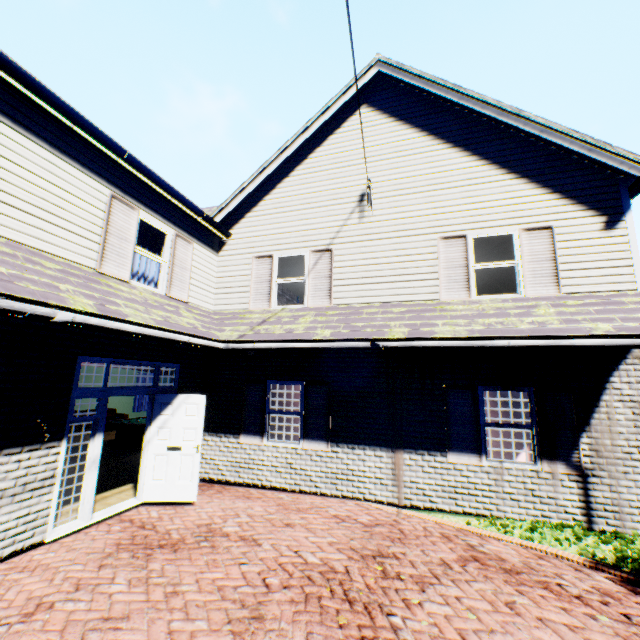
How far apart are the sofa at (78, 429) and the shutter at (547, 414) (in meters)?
16.50

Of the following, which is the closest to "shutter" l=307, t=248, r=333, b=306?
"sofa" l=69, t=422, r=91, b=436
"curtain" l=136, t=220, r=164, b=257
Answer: "curtain" l=136, t=220, r=164, b=257

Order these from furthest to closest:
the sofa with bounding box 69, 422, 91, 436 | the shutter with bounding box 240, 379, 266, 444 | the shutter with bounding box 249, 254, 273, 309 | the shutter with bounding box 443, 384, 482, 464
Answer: the sofa with bounding box 69, 422, 91, 436 < the shutter with bounding box 249, 254, 273, 309 < the shutter with bounding box 240, 379, 266, 444 < the shutter with bounding box 443, 384, 482, 464

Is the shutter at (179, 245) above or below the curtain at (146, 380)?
above

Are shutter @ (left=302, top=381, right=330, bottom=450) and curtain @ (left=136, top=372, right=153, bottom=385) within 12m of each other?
no

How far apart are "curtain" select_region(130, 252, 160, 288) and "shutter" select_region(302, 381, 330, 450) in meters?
4.1 m

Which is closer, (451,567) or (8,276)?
(8,276)

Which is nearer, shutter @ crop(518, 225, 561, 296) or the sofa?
shutter @ crop(518, 225, 561, 296)
